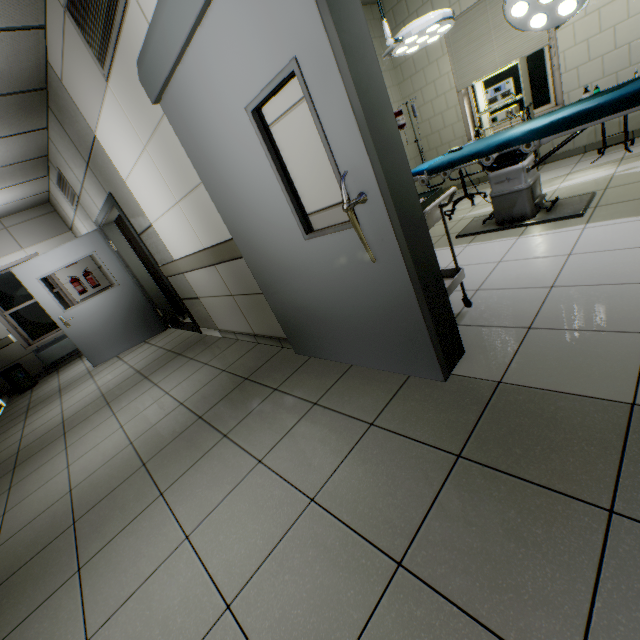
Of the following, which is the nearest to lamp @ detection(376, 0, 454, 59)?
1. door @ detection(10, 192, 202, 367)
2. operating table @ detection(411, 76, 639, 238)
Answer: operating table @ detection(411, 76, 639, 238)

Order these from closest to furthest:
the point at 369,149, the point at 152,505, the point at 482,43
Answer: the point at 369,149, the point at 152,505, the point at 482,43

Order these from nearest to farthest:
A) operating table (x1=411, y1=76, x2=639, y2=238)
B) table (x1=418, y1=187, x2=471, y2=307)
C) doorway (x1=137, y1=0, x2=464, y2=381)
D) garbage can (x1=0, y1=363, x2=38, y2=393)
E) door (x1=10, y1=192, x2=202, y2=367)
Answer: doorway (x1=137, y1=0, x2=464, y2=381), table (x1=418, y1=187, x2=471, y2=307), operating table (x1=411, y1=76, x2=639, y2=238), door (x1=10, y1=192, x2=202, y2=367), garbage can (x1=0, y1=363, x2=38, y2=393)

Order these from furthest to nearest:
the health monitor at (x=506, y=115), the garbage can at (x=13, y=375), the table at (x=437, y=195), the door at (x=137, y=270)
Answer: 1. the garbage can at (x=13, y=375)
2. the door at (x=137, y=270)
3. the health monitor at (x=506, y=115)
4. the table at (x=437, y=195)

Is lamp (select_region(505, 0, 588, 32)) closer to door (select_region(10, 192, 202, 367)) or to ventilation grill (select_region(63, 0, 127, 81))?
ventilation grill (select_region(63, 0, 127, 81))

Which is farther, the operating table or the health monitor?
the health monitor

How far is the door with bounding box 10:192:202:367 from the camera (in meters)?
5.19

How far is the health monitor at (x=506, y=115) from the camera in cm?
431
